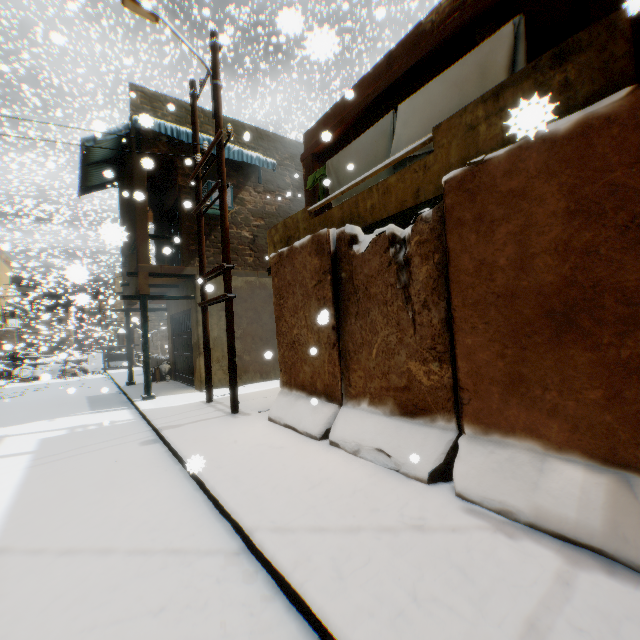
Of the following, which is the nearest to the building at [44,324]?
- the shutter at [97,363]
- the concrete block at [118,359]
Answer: the concrete block at [118,359]

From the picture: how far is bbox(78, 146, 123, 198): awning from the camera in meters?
10.0 m

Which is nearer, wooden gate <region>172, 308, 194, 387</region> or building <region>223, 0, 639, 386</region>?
building <region>223, 0, 639, 386</region>

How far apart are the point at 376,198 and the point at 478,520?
4.45m

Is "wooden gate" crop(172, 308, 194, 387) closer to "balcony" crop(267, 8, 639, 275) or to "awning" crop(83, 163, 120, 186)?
"awning" crop(83, 163, 120, 186)

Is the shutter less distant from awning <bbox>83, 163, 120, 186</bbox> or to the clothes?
awning <bbox>83, 163, 120, 186</bbox>

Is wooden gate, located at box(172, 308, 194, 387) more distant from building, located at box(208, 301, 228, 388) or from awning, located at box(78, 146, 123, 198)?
awning, located at box(78, 146, 123, 198)

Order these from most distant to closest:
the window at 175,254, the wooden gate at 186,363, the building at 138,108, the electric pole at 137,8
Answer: the window at 175,254 → the wooden gate at 186,363 → the building at 138,108 → the electric pole at 137,8
